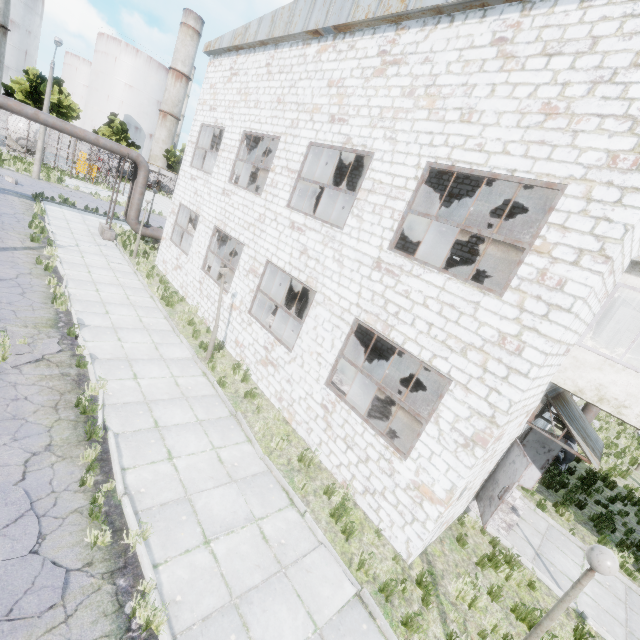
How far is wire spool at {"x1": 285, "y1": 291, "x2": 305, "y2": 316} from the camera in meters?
16.8

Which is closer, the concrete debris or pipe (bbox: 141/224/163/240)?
the concrete debris

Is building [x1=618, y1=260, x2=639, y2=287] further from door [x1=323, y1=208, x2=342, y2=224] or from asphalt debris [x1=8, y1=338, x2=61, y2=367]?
door [x1=323, y1=208, x2=342, y2=224]

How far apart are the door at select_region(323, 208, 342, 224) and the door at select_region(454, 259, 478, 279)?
8.77m

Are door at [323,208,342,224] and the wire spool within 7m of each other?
yes

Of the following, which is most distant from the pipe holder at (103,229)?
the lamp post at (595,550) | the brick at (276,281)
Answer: the lamp post at (595,550)

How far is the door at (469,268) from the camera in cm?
1493

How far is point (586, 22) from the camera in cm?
545
